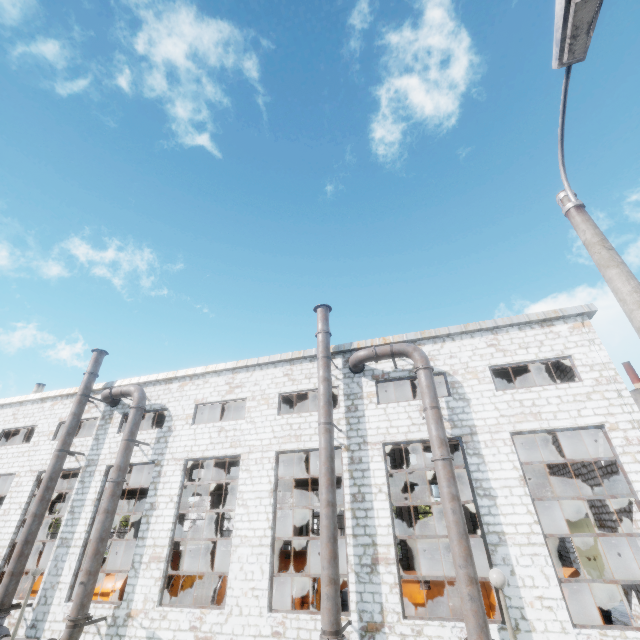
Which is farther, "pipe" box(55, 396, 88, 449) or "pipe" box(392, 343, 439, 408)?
"pipe" box(55, 396, 88, 449)

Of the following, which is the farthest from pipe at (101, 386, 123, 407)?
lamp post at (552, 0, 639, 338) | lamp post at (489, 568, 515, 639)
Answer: lamp post at (552, 0, 639, 338)

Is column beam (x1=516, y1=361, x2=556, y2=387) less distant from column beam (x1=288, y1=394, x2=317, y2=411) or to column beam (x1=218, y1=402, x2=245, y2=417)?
column beam (x1=288, y1=394, x2=317, y2=411)

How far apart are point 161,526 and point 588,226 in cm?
1696

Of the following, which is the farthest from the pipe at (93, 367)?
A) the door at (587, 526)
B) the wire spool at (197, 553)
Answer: the door at (587, 526)

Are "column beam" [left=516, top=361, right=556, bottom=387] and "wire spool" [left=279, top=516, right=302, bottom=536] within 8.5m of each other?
no

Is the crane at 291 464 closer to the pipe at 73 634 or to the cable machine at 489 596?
the pipe at 73 634

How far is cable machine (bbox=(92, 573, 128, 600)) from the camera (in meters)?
15.03
